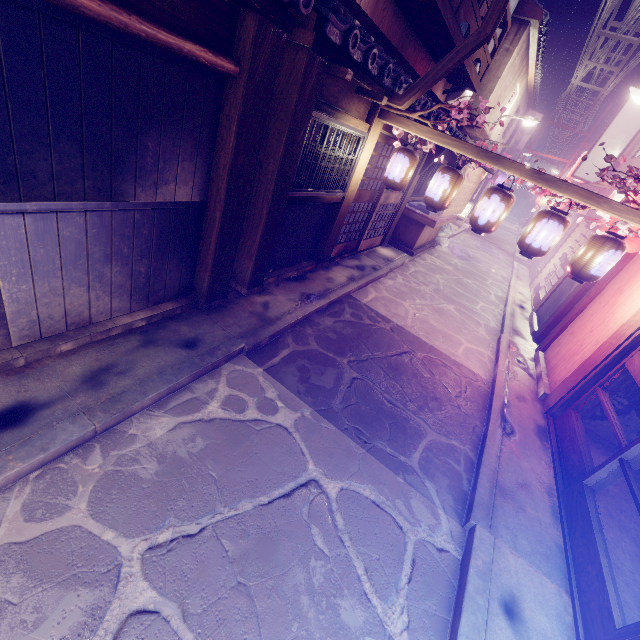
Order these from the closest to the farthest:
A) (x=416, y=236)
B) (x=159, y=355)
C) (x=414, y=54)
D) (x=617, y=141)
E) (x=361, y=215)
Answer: (x=159, y=355)
(x=414, y=54)
(x=361, y=215)
(x=416, y=236)
(x=617, y=141)

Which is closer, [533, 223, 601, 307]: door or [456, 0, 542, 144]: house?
[533, 223, 601, 307]: door

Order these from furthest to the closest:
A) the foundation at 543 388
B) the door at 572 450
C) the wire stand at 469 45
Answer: the foundation at 543 388 → the wire stand at 469 45 → the door at 572 450

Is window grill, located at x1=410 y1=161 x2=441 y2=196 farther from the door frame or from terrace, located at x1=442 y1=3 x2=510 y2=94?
the door frame

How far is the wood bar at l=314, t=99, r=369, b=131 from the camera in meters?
7.7

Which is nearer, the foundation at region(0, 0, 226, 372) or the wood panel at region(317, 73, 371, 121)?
the foundation at region(0, 0, 226, 372)

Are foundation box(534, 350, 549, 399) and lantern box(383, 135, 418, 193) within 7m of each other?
no

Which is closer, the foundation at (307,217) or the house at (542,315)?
the foundation at (307,217)
